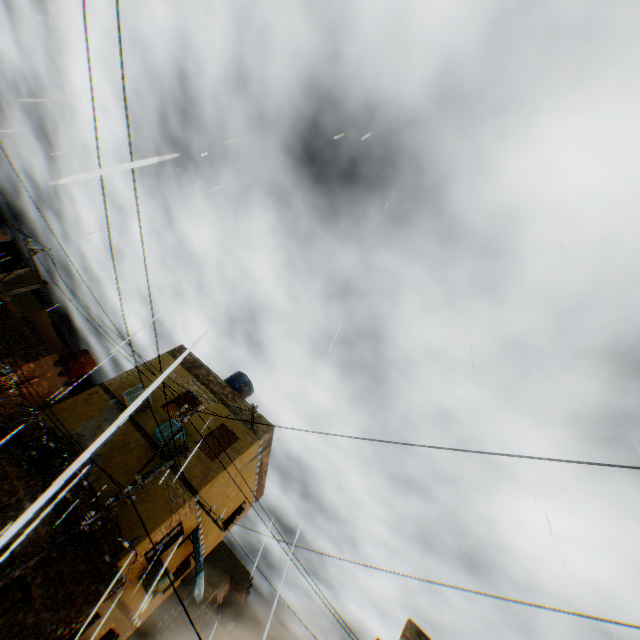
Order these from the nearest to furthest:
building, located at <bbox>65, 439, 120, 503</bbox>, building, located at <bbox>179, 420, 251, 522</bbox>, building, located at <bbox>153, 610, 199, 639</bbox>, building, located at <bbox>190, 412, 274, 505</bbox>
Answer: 1. building, located at <bbox>65, 439, 120, 503</bbox>
2. building, located at <bbox>179, 420, 251, 522</bbox>
3. building, located at <bbox>190, 412, 274, 505</bbox>
4. building, located at <bbox>153, 610, 199, 639</bbox>

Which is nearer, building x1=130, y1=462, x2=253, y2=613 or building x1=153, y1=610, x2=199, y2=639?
building x1=130, y1=462, x2=253, y2=613

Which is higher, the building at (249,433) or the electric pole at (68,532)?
the building at (249,433)

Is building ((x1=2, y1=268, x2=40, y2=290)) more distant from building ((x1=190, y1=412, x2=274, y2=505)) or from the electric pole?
the electric pole

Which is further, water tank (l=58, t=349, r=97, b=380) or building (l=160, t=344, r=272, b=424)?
water tank (l=58, t=349, r=97, b=380)

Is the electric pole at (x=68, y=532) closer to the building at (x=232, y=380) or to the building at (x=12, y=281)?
the building at (x=232, y=380)

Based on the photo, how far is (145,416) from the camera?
13.6 meters

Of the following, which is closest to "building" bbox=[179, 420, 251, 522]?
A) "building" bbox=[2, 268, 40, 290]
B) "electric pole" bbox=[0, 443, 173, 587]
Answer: "building" bbox=[2, 268, 40, 290]
